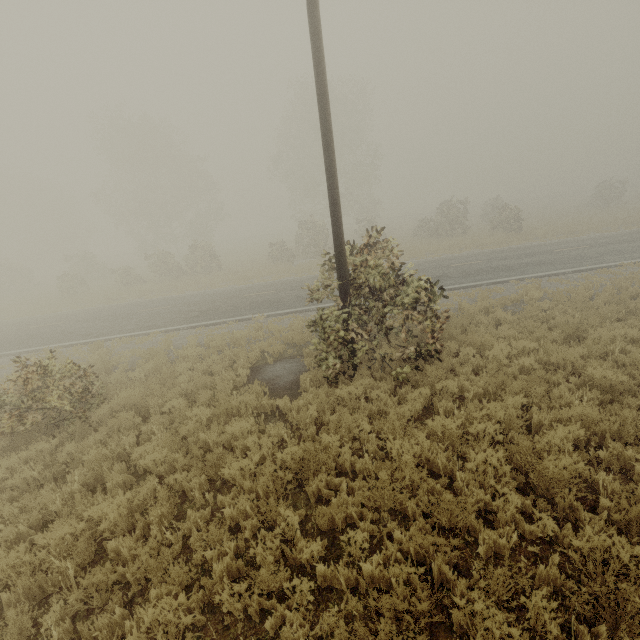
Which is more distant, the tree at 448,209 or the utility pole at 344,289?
the tree at 448,209

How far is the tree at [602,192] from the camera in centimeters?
3219cm

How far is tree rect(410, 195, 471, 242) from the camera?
28.2m

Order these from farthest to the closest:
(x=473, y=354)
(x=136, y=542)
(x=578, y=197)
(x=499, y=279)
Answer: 1. (x=578, y=197)
2. (x=499, y=279)
3. (x=473, y=354)
4. (x=136, y=542)

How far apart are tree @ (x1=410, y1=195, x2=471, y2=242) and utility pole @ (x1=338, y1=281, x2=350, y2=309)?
25.3m

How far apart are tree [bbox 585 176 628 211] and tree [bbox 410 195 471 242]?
17.7 meters

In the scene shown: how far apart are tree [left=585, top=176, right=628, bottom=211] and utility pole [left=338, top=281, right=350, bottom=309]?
39.09m

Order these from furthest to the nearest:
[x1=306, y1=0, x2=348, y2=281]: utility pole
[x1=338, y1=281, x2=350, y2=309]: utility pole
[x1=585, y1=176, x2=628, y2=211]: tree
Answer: [x1=585, y1=176, x2=628, y2=211]: tree → [x1=338, y1=281, x2=350, y2=309]: utility pole → [x1=306, y1=0, x2=348, y2=281]: utility pole
